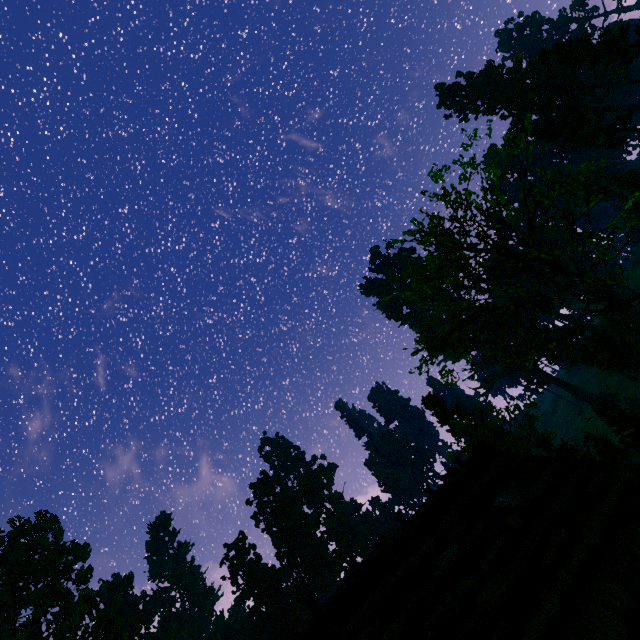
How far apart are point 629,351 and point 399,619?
42.2 meters

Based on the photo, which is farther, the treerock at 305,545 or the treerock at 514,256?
the treerock at 305,545

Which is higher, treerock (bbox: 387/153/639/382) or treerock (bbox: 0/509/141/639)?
treerock (bbox: 0/509/141/639)

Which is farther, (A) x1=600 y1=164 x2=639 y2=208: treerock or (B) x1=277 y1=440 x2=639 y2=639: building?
(A) x1=600 y1=164 x2=639 y2=208: treerock

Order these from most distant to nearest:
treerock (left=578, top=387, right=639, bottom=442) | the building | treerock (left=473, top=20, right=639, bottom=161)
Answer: treerock (left=473, top=20, right=639, bottom=161)
treerock (left=578, top=387, right=639, bottom=442)
the building

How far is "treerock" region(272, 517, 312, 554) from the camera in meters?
55.9 m

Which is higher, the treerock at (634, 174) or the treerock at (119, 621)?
the treerock at (119, 621)
